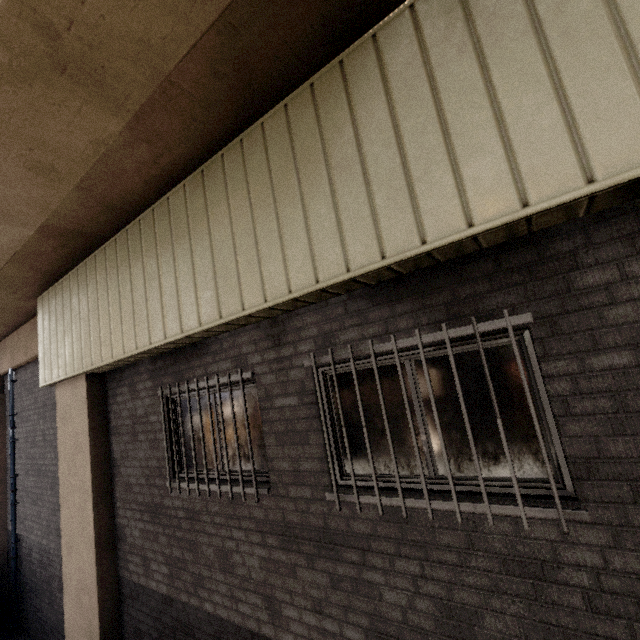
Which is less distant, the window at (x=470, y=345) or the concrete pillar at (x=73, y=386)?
the window at (x=470, y=345)

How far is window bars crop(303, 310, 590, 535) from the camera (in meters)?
A: 2.00

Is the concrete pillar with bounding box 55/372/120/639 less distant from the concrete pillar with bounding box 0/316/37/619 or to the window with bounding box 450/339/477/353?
the concrete pillar with bounding box 0/316/37/619

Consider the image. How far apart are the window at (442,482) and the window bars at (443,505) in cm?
16

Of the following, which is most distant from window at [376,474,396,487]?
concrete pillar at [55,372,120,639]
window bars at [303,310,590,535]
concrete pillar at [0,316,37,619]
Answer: concrete pillar at [0,316,37,619]

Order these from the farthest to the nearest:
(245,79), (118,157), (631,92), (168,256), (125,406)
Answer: (125,406) → (168,256) → (118,157) → (245,79) → (631,92)

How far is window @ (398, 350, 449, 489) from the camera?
2.5 meters
